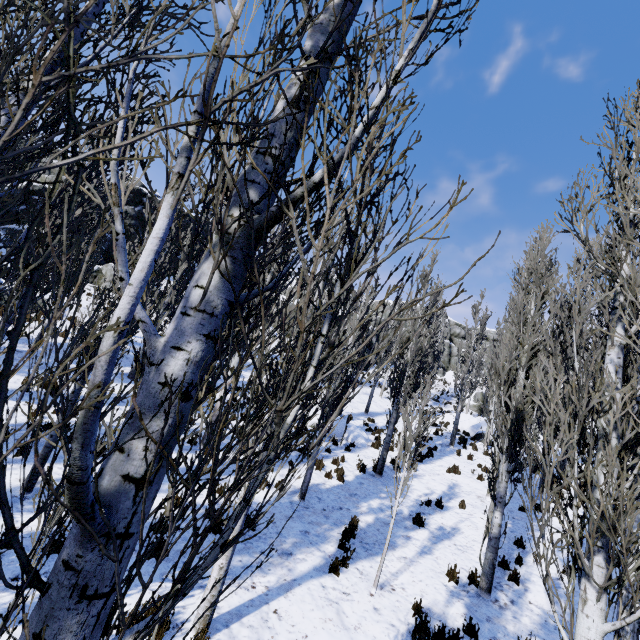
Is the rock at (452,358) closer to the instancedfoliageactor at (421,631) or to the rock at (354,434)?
the instancedfoliageactor at (421,631)

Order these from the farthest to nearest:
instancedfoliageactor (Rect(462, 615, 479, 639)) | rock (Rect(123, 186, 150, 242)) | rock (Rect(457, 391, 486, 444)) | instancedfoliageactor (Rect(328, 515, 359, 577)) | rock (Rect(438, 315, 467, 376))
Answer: rock (Rect(438, 315, 467, 376)), rock (Rect(123, 186, 150, 242)), rock (Rect(457, 391, 486, 444)), instancedfoliageactor (Rect(328, 515, 359, 577)), instancedfoliageactor (Rect(462, 615, 479, 639))

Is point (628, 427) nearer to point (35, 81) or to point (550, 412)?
point (550, 412)

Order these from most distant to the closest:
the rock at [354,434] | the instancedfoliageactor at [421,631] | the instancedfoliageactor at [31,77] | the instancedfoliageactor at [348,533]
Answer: the rock at [354,434] < the instancedfoliageactor at [348,533] < the instancedfoliageactor at [421,631] < the instancedfoliageactor at [31,77]

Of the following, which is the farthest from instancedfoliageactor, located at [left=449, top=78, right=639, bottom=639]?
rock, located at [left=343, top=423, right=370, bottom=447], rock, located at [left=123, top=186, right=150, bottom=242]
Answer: rock, located at [left=343, top=423, right=370, bottom=447]

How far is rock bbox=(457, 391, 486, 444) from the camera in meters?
23.1 m
